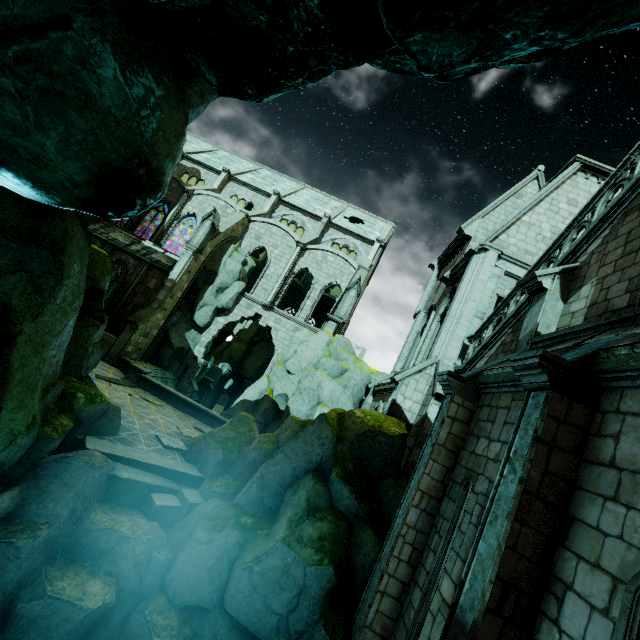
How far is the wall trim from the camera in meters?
18.2

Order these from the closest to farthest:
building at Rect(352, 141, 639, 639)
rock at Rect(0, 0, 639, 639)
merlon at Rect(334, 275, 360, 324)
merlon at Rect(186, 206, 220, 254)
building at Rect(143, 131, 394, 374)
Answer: building at Rect(352, 141, 639, 639) → rock at Rect(0, 0, 639, 639) → merlon at Rect(334, 275, 360, 324) → merlon at Rect(186, 206, 220, 254) → building at Rect(143, 131, 394, 374)

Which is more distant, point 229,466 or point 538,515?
point 229,466

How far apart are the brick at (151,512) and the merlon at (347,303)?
14.2 meters

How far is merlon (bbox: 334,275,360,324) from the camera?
22.3m

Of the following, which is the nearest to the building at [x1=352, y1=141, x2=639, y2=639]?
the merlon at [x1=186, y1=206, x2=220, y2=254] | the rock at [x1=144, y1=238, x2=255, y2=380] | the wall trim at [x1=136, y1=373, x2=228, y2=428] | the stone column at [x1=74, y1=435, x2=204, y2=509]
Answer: the rock at [x1=144, y1=238, x2=255, y2=380]

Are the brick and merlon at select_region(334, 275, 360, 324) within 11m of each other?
no

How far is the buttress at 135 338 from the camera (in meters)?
21.19
